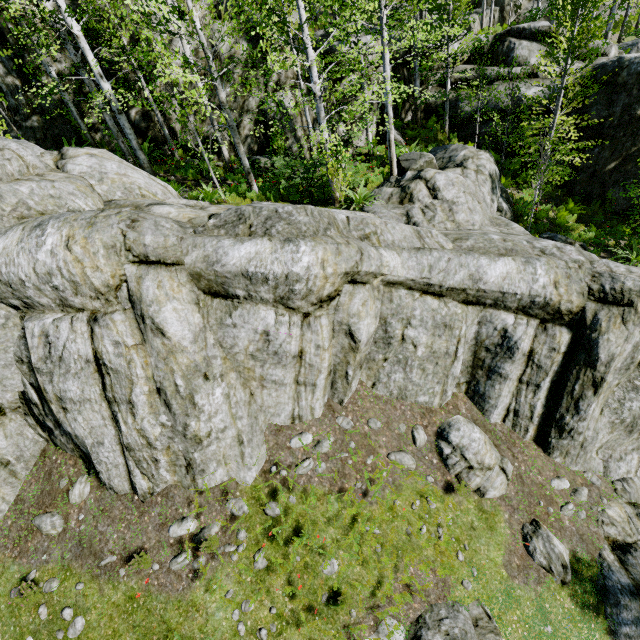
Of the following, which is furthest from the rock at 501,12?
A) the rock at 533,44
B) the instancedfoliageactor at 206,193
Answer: the instancedfoliageactor at 206,193

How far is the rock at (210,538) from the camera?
6.41m

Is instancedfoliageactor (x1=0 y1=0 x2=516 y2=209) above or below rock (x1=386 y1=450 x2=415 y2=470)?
above

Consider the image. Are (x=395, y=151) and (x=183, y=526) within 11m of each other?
no

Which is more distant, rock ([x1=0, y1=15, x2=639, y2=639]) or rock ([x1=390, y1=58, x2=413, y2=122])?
rock ([x1=390, y1=58, x2=413, y2=122])

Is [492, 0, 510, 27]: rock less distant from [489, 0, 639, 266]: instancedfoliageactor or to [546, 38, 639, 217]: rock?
[546, 38, 639, 217]: rock
